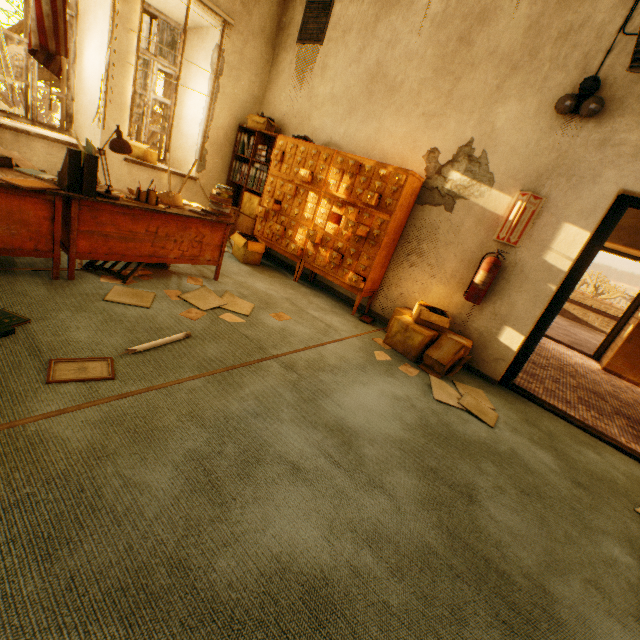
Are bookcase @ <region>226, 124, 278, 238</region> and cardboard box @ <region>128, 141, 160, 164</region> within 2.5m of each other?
yes

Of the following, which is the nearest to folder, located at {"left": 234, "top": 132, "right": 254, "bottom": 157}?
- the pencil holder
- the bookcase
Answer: the bookcase

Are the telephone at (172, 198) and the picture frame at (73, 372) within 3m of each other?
yes

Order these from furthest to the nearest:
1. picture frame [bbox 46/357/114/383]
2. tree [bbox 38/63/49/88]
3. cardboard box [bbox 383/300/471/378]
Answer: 1. tree [bbox 38/63/49/88]
2. cardboard box [bbox 383/300/471/378]
3. picture frame [bbox 46/357/114/383]

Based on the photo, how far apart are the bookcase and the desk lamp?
2.6m

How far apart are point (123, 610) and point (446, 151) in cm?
449

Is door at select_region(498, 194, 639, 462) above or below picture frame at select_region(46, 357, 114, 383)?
above

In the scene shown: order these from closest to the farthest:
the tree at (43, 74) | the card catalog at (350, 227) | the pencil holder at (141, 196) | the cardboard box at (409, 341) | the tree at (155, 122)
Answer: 1. the pencil holder at (141, 196)
2. the cardboard box at (409, 341)
3. the card catalog at (350, 227)
4. the tree at (155, 122)
5. the tree at (43, 74)
